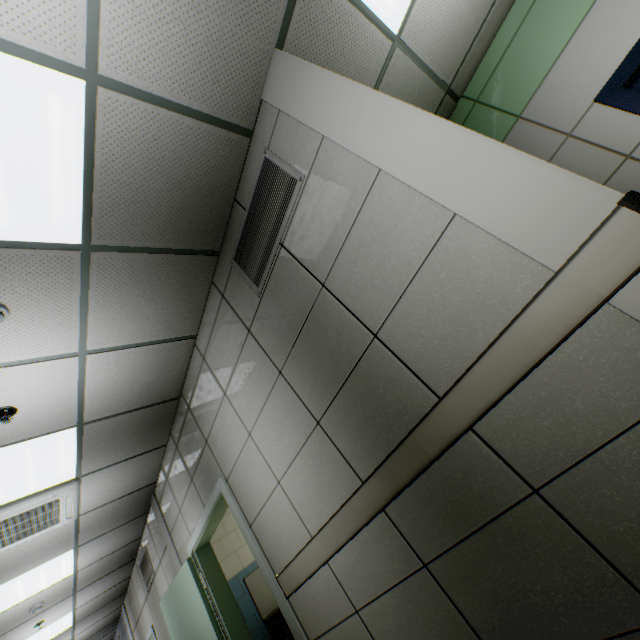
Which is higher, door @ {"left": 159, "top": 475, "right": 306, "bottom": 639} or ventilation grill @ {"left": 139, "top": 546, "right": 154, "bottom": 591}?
ventilation grill @ {"left": 139, "top": 546, "right": 154, "bottom": 591}

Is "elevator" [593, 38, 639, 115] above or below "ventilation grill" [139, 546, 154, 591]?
below

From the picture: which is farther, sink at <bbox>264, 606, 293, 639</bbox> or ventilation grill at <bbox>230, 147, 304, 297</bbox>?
sink at <bbox>264, 606, 293, 639</bbox>

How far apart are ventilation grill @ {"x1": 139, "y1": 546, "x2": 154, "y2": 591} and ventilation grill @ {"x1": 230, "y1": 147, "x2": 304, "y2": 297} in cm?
602

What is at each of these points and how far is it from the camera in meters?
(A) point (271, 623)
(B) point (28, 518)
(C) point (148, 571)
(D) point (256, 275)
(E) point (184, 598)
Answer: (A) sink, 4.0 m
(B) air conditioning vent, 3.5 m
(C) ventilation grill, 5.9 m
(D) ventilation grill, 2.5 m
(E) door, 4.1 m

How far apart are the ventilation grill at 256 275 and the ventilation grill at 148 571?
6.0 meters

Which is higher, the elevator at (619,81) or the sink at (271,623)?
the elevator at (619,81)

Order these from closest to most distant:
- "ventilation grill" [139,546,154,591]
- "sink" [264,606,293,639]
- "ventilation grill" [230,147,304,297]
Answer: "ventilation grill" [230,147,304,297], "sink" [264,606,293,639], "ventilation grill" [139,546,154,591]
